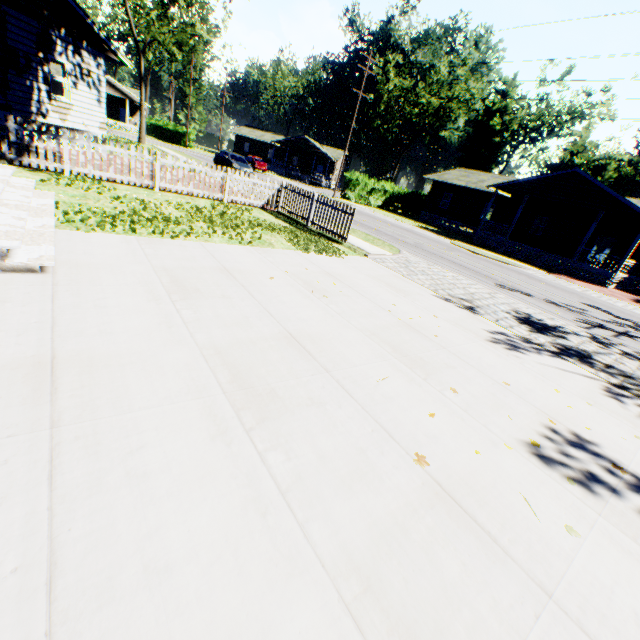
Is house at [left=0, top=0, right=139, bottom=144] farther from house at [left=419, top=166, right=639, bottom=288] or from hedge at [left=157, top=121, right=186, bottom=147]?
hedge at [left=157, top=121, right=186, bottom=147]

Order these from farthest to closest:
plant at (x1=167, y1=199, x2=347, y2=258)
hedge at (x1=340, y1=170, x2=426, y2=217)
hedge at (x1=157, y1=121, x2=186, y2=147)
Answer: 1. hedge at (x1=157, y1=121, x2=186, y2=147)
2. hedge at (x1=340, y1=170, x2=426, y2=217)
3. plant at (x1=167, y1=199, x2=347, y2=258)

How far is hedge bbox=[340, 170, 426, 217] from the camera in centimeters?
3375cm

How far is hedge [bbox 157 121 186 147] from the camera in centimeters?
4922cm

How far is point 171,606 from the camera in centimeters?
157cm

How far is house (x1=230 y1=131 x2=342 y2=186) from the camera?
53.9 meters

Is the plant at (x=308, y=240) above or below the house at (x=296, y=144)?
below

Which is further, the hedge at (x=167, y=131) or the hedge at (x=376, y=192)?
the hedge at (x=167, y=131)
